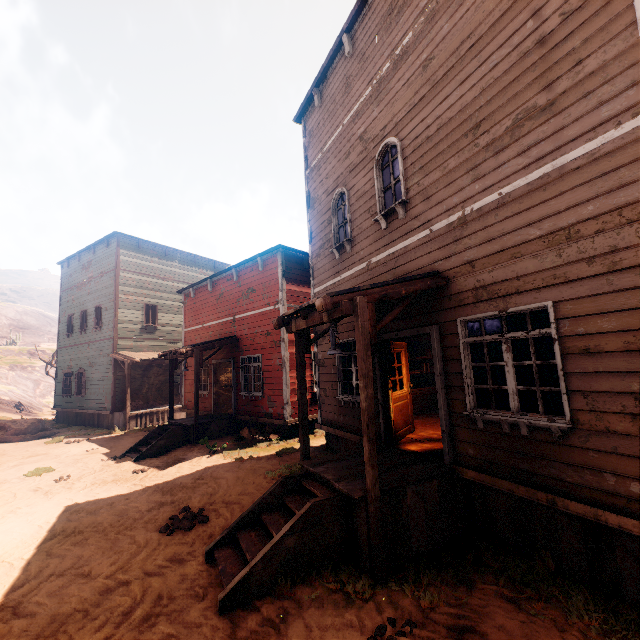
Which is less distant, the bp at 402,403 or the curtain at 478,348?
the curtain at 478,348

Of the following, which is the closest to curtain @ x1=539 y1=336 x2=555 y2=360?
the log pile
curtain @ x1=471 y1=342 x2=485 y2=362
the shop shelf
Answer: curtain @ x1=471 y1=342 x2=485 y2=362

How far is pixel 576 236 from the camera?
3.76m

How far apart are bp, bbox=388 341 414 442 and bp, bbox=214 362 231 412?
9.1m

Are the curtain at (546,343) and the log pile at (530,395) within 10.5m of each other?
yes

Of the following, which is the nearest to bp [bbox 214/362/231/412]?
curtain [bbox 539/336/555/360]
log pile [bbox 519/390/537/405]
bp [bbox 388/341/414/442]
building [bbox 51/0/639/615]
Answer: building [bbox 51/0/639/615]

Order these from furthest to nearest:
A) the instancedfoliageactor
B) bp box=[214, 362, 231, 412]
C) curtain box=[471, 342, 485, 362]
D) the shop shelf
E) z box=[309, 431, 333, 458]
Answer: the instancedfoliageactor < bp box=[214, 362, 231, 412] < the shop shelf < z box=[309, 431, 333, 458] < curtain box=[471, 342, 485, 362]

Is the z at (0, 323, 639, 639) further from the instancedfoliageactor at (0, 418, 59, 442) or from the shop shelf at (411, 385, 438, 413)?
the shop shelf at (411, 385, 438, 413)
